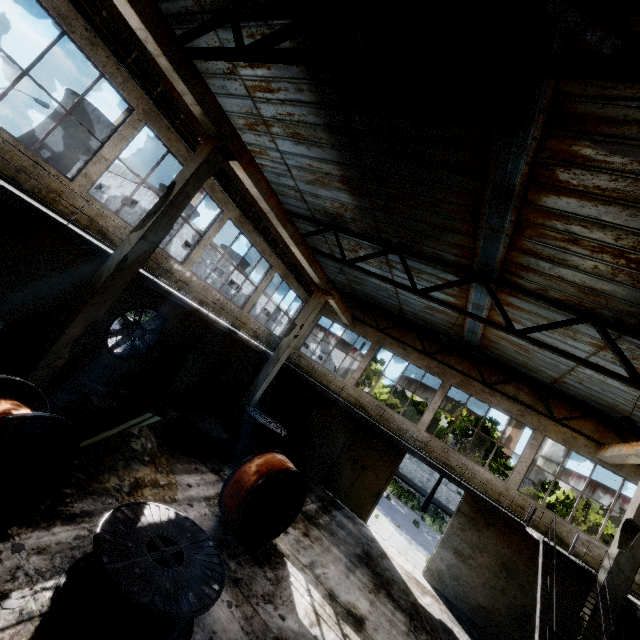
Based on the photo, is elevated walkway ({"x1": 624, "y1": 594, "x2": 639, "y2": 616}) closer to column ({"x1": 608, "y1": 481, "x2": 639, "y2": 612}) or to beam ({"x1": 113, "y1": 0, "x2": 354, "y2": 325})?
column ({"x1": 608, "y1": 481, "x2": 639, "y2": 612})

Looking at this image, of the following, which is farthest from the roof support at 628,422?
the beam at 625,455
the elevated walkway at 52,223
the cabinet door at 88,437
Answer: the cabinet door at 88,437

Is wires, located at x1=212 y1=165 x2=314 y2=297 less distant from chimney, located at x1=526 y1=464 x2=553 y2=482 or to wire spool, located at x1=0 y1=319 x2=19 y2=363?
wire spool, located at x1=0 y1=319 x2=19 y2=363

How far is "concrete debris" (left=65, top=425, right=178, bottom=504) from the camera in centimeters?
668cm

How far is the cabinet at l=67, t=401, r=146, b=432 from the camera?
7.5 meters

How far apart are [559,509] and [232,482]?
21.90m

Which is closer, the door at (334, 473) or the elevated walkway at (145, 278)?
the elevated walkway at (145, 278)

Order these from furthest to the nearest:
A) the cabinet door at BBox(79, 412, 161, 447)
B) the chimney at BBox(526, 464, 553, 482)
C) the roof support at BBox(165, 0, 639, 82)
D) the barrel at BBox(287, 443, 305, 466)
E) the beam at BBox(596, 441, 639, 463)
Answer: the chimney at BBox(526, 464, 553, 482), the barrel at BBox(287, 443, 305, 466), the beam at BBox(596, 441, 639, 463), the cabinet door at BBox(79, 412, 161, 447), the roof support at BBox(165, 0, 639, 82)
